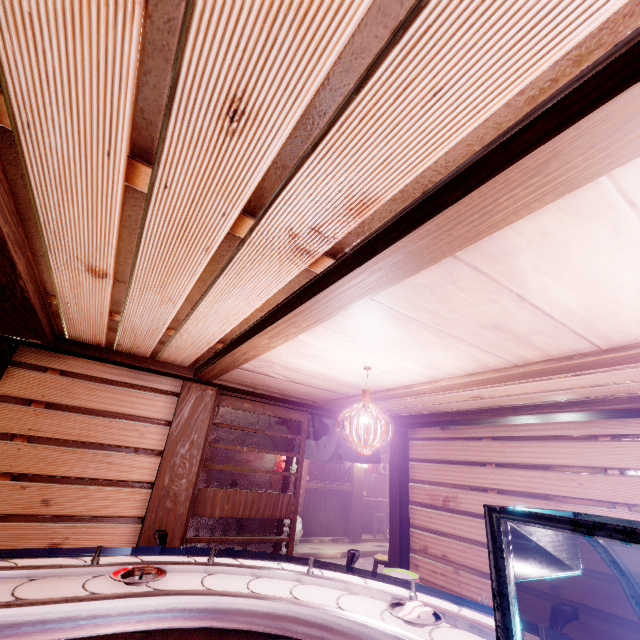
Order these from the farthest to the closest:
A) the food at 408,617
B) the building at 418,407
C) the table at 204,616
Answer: the building at 418,407 → the food at 408,617 → the table at 204,616

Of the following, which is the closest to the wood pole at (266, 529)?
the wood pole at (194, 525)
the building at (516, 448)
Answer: the wood pole at (194, 525)

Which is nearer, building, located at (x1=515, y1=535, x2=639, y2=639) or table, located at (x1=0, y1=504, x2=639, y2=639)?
table, located at (x1=0, y1=504, x2=639, y2=639)

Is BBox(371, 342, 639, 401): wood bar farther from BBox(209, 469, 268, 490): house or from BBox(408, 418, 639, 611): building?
BBox(209, 469, 268, 490): house

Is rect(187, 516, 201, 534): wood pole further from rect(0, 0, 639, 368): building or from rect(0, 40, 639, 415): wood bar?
rect(0, 0, 639, 368): building

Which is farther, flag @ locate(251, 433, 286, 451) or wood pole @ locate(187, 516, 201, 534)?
wood pole @ locate(187, 516, 201, 534)

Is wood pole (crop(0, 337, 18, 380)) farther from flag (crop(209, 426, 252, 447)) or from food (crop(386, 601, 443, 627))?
food (crop(386, 601, 443, 627))

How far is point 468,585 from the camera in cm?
770
